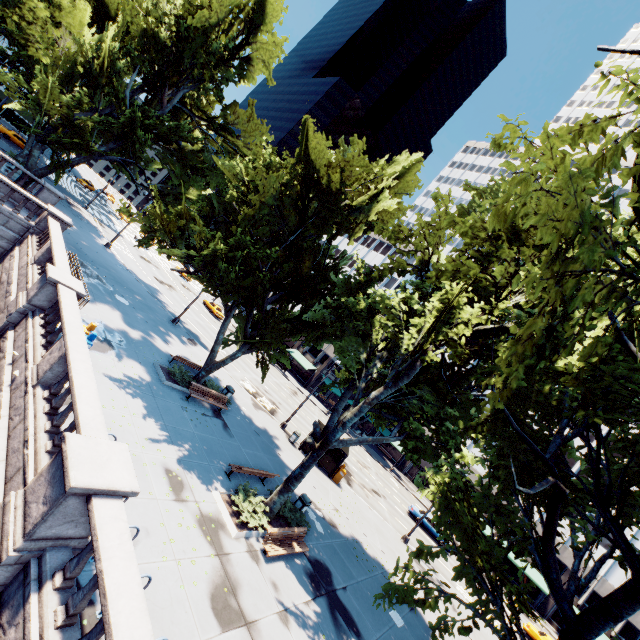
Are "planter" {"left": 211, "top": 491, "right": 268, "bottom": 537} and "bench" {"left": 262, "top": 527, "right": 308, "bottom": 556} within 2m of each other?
yes

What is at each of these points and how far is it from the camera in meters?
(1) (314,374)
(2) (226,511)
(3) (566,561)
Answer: (1) building, 56.2 m
(2) planter, 11.9 m
(3) building, 42.6 m

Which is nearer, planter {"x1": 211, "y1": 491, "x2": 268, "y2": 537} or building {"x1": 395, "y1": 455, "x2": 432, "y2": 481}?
planter {"x1": 211, "y1": 491, "x2": 268, "y2": 537}

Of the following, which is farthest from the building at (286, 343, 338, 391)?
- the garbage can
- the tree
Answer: the garbage can

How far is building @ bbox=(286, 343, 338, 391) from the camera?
56.0m

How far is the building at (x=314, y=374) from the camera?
56.0 meters

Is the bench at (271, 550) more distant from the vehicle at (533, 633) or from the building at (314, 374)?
the building at (314, 374)

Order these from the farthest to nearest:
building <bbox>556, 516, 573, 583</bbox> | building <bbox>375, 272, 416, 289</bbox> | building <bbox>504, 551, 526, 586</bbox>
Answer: building <bbox>375, 272, 416, 289</bbox> → building <bbox>504, 551, 526, 586</bbox> → building <bbox>556, 516, 573, 583</bbox>
